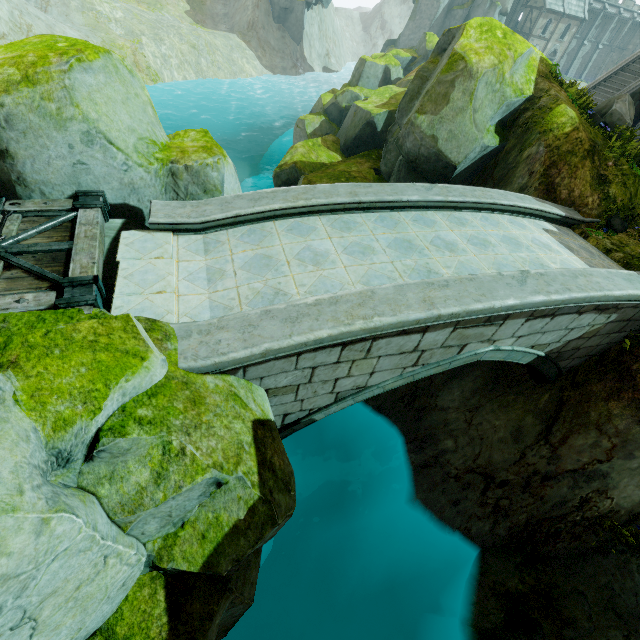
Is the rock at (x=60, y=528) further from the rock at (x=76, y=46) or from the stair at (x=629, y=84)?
the stair at (x=629, y=84)

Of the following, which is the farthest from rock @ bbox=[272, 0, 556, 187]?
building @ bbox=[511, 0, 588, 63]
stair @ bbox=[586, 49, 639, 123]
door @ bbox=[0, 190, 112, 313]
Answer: stair @ bbox=[586, 49, 639, 123]

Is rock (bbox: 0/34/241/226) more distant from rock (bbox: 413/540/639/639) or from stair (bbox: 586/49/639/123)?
stair (bbox: 586/49/639/123)

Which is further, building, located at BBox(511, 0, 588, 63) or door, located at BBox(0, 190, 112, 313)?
building, located at BBox(511, 0, 588, 63)

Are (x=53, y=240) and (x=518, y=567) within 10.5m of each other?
no

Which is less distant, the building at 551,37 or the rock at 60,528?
the rock at 60,528

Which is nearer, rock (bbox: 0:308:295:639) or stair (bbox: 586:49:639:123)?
rock (bbox: 0:308:295:639)
